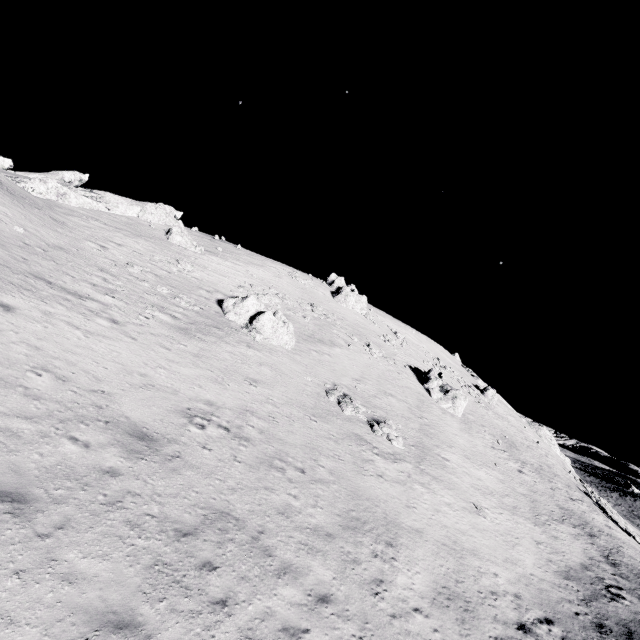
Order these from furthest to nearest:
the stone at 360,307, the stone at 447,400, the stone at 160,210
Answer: the stone at 360,307, the stone at 447,400, the stone at 160,210

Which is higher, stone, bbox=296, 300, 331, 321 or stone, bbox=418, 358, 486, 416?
stone, bbox=296, 300, 331, 321

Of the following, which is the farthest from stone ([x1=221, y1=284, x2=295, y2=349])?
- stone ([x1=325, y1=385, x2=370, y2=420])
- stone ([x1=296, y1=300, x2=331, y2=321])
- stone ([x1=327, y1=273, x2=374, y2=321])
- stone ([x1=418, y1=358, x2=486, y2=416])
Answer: stone ([x1=327, y1=273, x2=374, y2=321])

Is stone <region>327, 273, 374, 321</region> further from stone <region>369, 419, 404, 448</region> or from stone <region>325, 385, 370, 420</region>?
stone <region>369, 419, 404, 448</region>

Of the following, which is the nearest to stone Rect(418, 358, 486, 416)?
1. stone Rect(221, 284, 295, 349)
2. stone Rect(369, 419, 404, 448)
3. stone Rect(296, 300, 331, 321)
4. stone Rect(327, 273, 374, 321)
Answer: stone Rect(327, 273, 374, 321)

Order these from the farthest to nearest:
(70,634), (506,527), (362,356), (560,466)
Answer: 1. (560,466)
2. (362,356)
3. (506,527)
4. (70,634)

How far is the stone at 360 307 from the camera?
52.72m

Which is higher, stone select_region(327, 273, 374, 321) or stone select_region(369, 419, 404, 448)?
stone select_region(327, 273, 374, 321)
